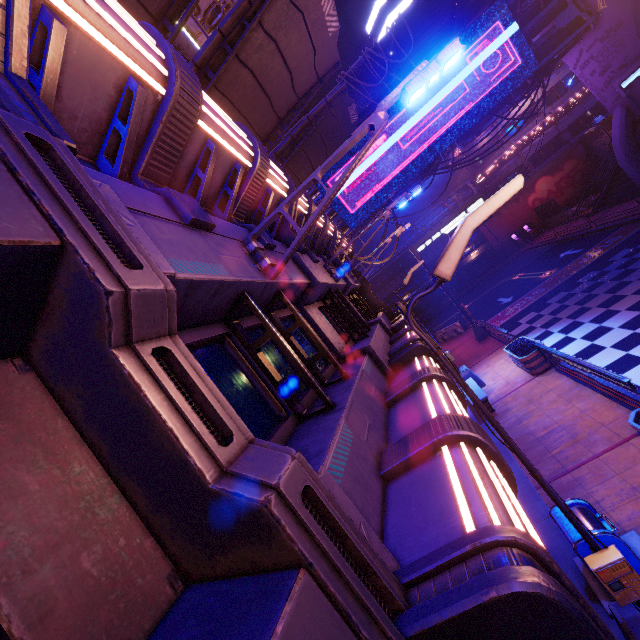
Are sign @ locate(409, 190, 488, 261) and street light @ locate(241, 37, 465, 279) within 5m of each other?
no

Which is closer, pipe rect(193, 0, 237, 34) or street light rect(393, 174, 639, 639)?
street light rect(393, 174, 639, 639)

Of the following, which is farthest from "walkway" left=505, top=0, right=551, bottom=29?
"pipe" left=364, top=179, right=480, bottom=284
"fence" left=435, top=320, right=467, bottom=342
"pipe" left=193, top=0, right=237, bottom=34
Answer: "pipe" left=364, top=179, right=480, bottom=284

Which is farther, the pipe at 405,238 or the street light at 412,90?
the pipe at 405,238

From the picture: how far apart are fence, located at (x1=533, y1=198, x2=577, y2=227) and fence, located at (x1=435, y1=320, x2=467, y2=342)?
20.3m

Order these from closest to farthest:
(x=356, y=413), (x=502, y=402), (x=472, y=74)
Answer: (x=356, y=413)
(x=502, y=402)
(x=472, y=74)

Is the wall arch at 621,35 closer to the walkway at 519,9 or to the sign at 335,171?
the walkway at 519,9

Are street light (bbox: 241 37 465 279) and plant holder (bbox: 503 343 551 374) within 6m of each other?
no
